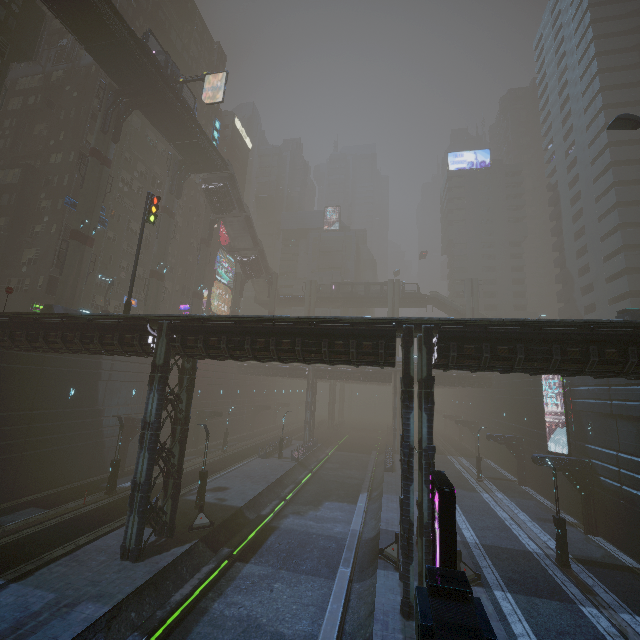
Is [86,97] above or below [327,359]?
above

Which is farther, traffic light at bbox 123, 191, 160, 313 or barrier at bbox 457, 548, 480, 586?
traffic light at bbox 123, 191, 160, 313

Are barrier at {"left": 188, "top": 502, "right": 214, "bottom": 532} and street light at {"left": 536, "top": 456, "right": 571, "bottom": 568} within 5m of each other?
no

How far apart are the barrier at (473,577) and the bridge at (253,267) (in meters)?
50.91

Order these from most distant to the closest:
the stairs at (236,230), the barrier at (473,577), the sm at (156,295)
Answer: the stairs at (236,230) < the sm at (156,295) < the barrier at (473,577)

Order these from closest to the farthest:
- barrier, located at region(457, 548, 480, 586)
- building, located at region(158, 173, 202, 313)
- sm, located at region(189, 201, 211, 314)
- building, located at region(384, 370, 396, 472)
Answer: barrier, located at region(457, 548, 480, 586) → building, located at region(384, 370, 396, 472) → sm, located at region(189, 201, 211, 314) → building, located at region(158, 173, 202, 313)

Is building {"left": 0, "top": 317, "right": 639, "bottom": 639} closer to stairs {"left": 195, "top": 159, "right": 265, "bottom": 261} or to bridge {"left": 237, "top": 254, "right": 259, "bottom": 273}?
stairs {"left": 195, "top": 159, "right": 265, "bottom": 261}

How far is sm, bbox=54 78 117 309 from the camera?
29.9 meters
